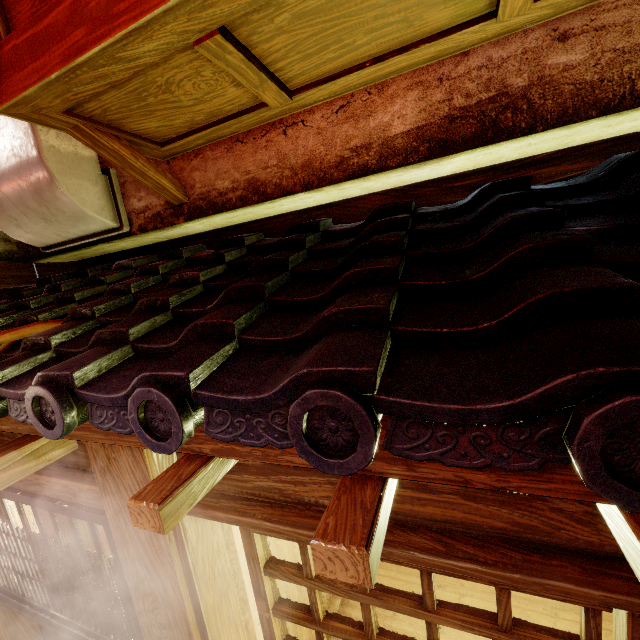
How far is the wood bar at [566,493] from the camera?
1.3m

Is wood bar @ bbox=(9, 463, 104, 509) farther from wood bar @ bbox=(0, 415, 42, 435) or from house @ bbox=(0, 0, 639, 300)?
house @ bbox=(0, 0, 639, 300)

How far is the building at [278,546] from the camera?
4.8m

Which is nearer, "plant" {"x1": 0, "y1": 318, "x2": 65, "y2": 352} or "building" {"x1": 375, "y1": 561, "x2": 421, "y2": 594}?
"plant" {"x1": 0, "y1": 318, "x2": 65, "y2": 352}

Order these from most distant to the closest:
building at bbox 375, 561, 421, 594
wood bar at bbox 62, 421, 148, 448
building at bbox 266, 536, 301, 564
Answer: building at bbox 375, 561, 421, 594, building at bbox 266, 536, 301, 564, wood bar at bbox 62, 421, 148, 448

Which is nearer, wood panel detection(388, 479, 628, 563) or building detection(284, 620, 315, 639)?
wood panel detection(388, 479, 628, 563)

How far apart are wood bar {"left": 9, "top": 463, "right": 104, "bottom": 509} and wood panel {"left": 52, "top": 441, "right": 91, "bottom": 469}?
0.1m

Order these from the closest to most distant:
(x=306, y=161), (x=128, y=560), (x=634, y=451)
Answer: (x=634, y=451) < (x=128, y=560) < (x=306, y=161)
